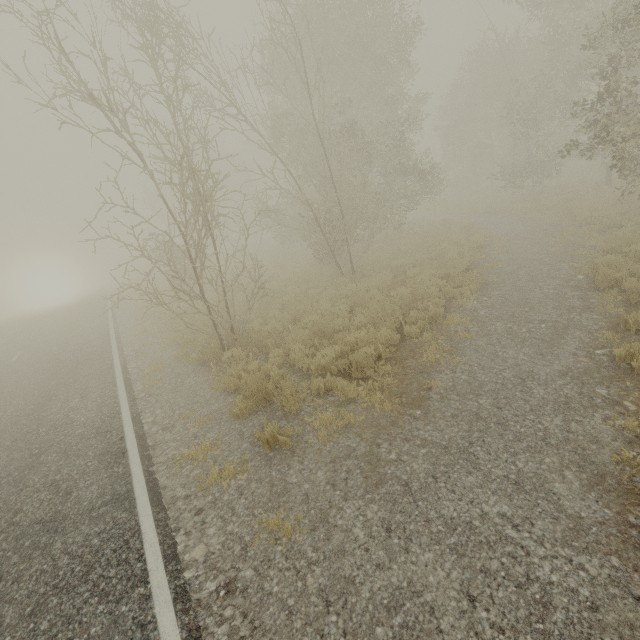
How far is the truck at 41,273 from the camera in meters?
52.2 m

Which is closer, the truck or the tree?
the tree

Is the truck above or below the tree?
below

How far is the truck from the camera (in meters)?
52.25

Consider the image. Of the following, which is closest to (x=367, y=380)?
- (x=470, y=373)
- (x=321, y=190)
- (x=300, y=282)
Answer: (x=470, y=373)

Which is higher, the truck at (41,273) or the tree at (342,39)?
the tree at (342,39)
